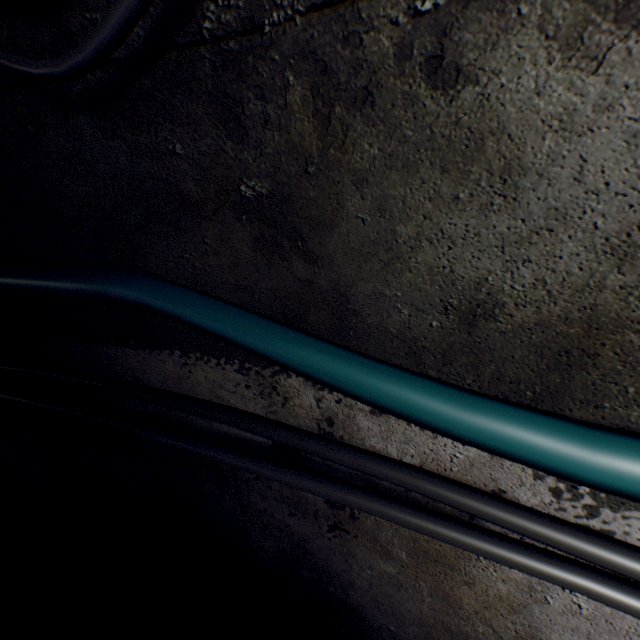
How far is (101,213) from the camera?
1.1 meters

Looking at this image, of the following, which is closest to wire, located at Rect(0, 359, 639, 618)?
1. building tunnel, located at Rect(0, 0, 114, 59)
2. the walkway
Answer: building tunnel, located at Rect(0, 0, 114, 59)

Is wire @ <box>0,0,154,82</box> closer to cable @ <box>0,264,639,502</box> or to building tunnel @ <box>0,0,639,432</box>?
building tunnel @ <box>0,0,639,432</box>

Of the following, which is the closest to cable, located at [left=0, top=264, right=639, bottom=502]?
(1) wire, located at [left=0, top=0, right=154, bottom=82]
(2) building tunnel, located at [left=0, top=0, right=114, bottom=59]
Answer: (2) building tunnel, located at [left=0, top=0, right=114, bottom=59]

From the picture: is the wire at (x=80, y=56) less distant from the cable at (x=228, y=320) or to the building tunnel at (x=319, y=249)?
the building tunnel at (x=319, y=249)

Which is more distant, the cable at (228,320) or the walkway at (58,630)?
the walkway at (58,630)

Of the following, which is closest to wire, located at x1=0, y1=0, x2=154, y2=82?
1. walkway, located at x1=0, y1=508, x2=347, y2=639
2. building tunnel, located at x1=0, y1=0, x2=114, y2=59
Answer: building tunnel, located at x1=0, y1=0, x2=114, y2=59

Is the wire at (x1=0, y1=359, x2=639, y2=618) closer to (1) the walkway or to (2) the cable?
(2) the cable
